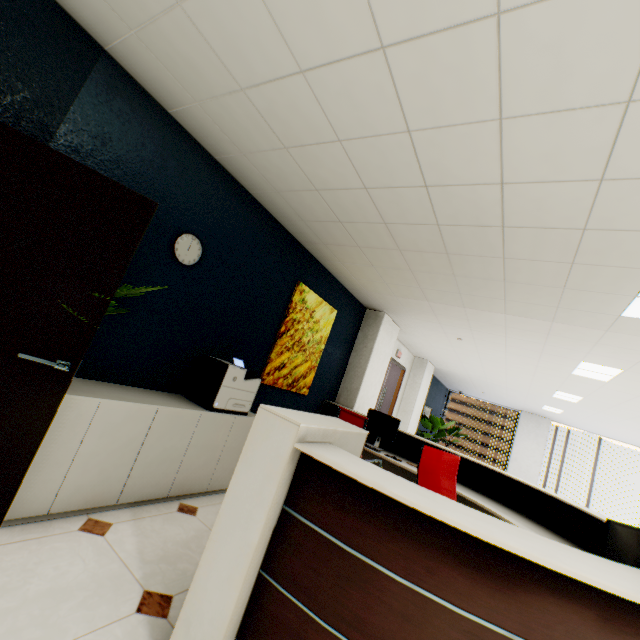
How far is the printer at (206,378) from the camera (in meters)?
3.01

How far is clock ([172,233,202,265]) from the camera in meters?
2.9 m

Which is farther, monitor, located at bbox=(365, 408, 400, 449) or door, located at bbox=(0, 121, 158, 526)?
monitor, located at bbox=(365, 408, 400, 449)

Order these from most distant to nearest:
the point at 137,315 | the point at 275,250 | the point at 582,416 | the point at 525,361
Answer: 1. the point at 582,416
2. the point at 525,361
3. the point at 275,250
4. the point at 137,315

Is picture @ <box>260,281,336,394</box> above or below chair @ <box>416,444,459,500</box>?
above

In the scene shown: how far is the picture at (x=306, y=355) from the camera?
4.3 meters

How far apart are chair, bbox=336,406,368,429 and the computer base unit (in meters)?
1.05

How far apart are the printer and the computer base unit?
2.32m
